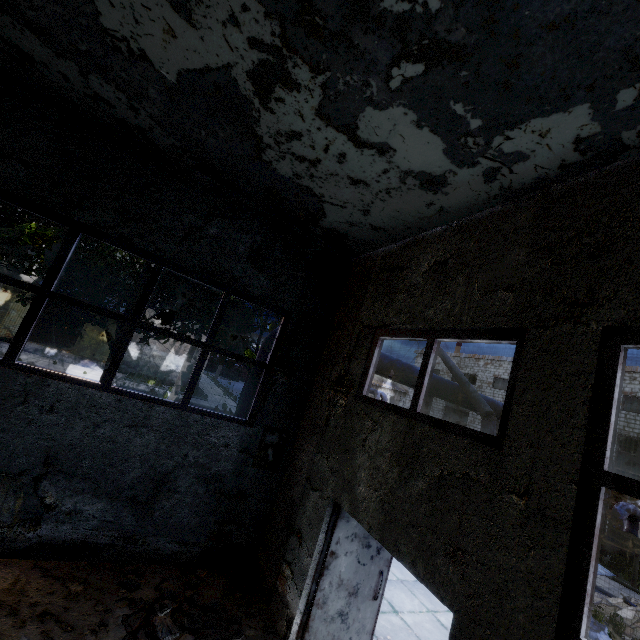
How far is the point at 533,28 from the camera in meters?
2.5

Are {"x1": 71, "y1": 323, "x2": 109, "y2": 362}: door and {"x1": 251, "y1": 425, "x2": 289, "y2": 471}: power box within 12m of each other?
no

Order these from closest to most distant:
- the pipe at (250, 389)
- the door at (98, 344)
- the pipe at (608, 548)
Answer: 1. the pipe at (250, 389)
2. the pipe at (608, 548)
3. the door at (98, 344)

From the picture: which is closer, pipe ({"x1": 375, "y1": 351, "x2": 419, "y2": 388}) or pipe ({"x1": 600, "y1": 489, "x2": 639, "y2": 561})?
pipe ({"x1": 375, "y1": 351, "x2": 419, "y2": 388})

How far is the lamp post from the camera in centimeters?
909cm

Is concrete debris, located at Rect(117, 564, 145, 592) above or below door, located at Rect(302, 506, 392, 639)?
below

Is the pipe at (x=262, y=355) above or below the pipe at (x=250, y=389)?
above

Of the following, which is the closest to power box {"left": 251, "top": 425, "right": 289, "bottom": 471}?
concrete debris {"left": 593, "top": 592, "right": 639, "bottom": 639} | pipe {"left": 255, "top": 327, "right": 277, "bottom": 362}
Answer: pipe {"left": 255, "top": 327, "right": 277, "bottom": 362}
